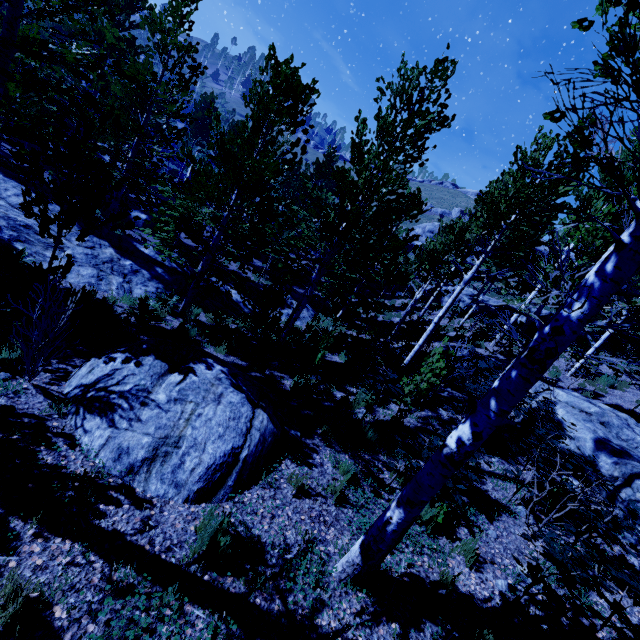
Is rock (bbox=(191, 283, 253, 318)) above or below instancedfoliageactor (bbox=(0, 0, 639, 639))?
below

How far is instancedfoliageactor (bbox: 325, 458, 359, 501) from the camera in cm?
478

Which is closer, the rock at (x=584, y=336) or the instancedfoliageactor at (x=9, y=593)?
the instancedfoliageactor at (x=9, y=593)

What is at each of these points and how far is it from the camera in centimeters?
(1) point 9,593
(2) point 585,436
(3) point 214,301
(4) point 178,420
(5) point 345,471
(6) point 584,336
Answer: (1) instancedfoliageactor, 247cm
(2) rock, 729cm
(3) rock, 1371cm
(4) rock, 447cm
(5) instancedfoliageactor, 528cm
(6) rock, 1656cm

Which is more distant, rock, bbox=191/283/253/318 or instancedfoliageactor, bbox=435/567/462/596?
rock, bbox=191/283/253/318

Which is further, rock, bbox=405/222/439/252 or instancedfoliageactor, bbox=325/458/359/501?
rock, bbox=405/222/439/252

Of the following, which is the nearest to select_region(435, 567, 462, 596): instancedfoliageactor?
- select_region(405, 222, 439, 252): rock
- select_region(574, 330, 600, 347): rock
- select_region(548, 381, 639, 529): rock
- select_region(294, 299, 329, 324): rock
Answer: select_region(548, 381, 639, 529): rock

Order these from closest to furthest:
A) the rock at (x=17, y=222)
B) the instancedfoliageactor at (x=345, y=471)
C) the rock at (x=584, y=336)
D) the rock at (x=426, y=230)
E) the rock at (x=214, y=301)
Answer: the instancedfoliageactor at (x=345, y=471) → the rock at (x=17, y=222) → the rock at (x=214, y=301) → the rock at (x=584, y=336) → the rock at (x=426, y=230)
